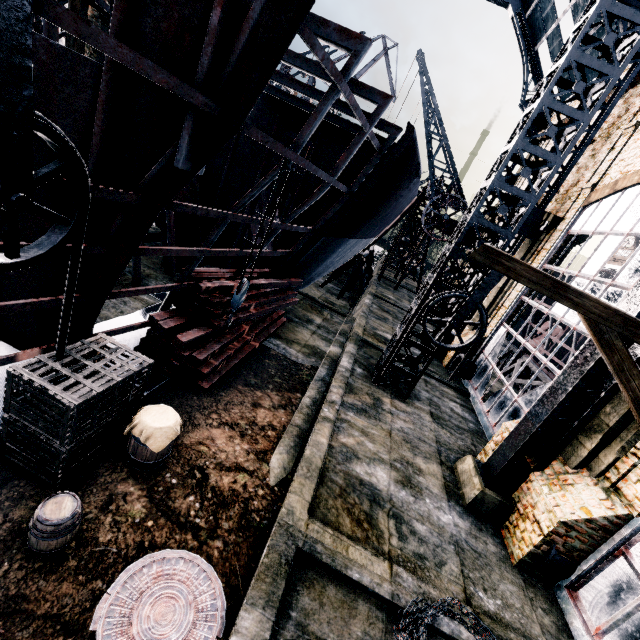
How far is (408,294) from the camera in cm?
3684

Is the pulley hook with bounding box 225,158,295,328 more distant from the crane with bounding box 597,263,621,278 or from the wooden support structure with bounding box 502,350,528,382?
the crane with bounding box 597,263,621,278

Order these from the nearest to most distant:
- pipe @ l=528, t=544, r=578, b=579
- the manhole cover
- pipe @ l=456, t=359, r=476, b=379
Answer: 1. the manhole cover
2. pipe @ l=528, t=544, r=578, b=579
3. pipe @ l=456, t=359, r=476, b=379

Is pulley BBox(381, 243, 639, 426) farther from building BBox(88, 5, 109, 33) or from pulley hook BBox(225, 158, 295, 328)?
pulley hook BBox(225, 158, 295, 328)

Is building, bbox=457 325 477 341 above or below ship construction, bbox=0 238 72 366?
above

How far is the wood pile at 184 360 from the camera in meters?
9.0 m

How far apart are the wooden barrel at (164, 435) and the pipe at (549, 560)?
8.9 meters

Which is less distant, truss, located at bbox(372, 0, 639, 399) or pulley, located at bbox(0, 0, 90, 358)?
pulley, located at bbox(0, 0, 90, 358)
